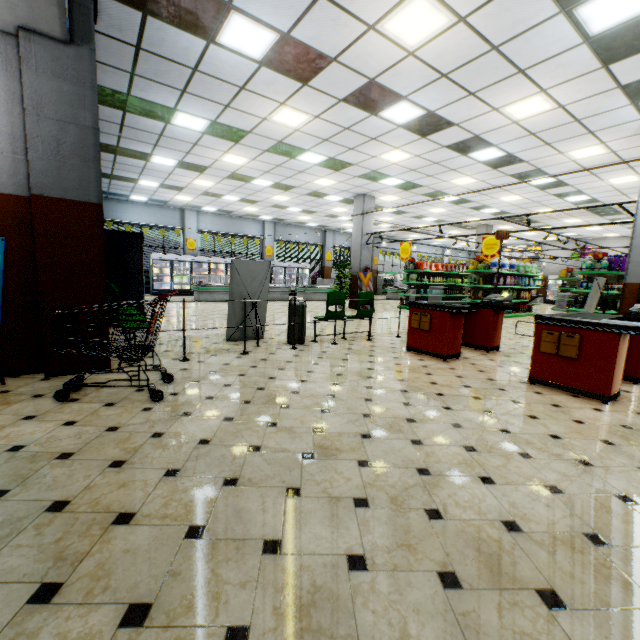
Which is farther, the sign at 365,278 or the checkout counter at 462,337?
the sign at 365,278

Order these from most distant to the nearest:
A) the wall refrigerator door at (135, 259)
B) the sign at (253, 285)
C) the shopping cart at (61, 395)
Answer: the wall refrigerator door at (135, 259)
the sign at (253, 285)
the shopping cart at (61, 395)

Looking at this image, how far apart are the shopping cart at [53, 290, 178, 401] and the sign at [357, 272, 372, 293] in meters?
9.6

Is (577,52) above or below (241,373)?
above

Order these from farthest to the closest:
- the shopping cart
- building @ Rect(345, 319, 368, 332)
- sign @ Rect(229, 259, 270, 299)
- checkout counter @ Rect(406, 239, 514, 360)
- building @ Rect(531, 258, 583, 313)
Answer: building @ Rect(531, 258, 583, 313), building @ Rect(345, 319, 368, 332), sign @ Rect(229, 259, 270, 299), checkout counter @ Rect(406, 239, 514, 360), the shopping cart

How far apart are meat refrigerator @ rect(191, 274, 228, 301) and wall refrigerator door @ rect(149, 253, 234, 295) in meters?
2.6

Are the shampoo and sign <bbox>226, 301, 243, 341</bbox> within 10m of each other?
no

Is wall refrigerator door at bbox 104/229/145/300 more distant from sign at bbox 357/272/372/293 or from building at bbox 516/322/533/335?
sign at bbox 357/272/372/293
